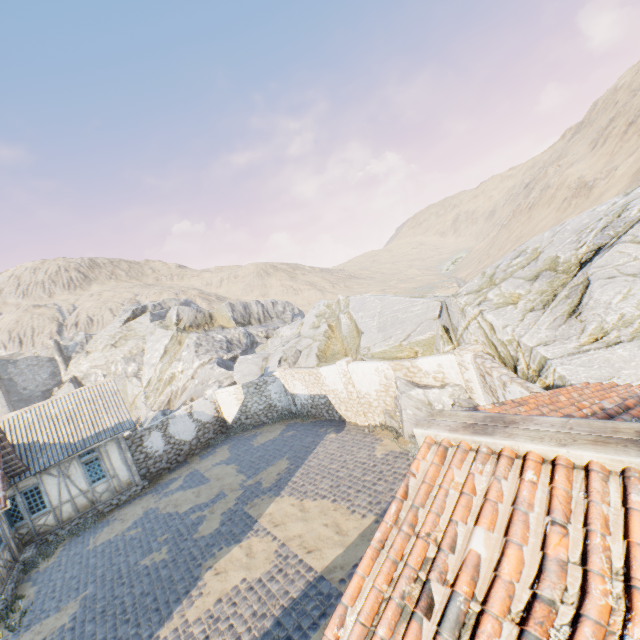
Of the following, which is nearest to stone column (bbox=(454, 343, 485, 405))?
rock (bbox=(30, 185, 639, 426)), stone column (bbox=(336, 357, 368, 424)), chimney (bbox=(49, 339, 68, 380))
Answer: rock (bbox=(30, 185, 639, 426))

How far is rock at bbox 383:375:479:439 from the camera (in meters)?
10.51

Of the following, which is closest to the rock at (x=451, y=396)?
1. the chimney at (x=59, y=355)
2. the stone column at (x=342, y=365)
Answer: the chimney at (x=59, y=355)

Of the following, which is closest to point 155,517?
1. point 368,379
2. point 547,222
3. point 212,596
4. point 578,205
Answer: point 212,596

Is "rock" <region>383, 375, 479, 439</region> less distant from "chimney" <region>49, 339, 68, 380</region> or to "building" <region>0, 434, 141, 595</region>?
"chimney" <region>49, 339, 68, 380</region>

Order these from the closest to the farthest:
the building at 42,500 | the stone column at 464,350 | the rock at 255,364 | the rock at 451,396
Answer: the rock at 255,364 → the stone column at 464,350 → the rock at 451,396 → the building at 42,500

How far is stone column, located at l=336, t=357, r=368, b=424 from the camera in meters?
15.1 m

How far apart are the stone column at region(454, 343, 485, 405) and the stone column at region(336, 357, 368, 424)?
5.57m
